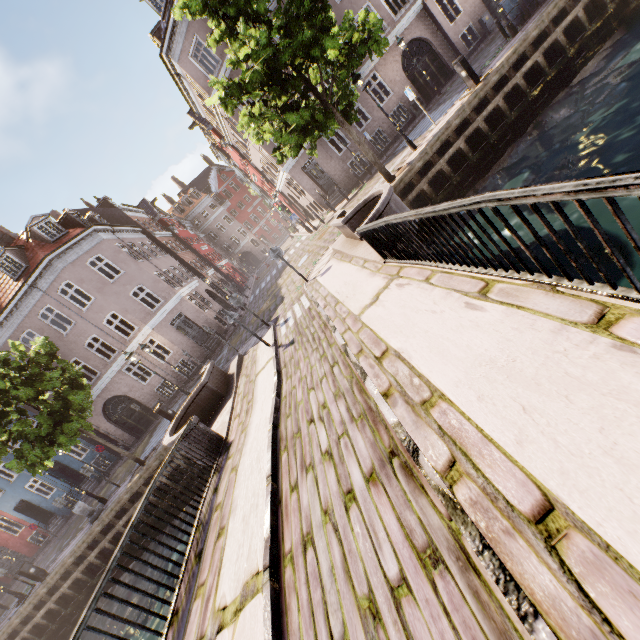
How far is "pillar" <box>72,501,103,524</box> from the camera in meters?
14.5

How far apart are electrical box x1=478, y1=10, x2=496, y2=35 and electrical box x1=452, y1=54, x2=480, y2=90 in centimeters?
1191cm

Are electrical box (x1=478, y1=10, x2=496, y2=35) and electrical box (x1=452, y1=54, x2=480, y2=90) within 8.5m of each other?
no

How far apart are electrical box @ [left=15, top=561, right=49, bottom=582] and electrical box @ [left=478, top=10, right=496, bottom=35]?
37.5 meters

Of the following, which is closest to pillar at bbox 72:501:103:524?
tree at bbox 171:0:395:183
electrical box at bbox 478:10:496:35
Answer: tree at bbox 171:0:395:183

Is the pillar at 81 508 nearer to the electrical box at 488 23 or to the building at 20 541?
the building at 20 541

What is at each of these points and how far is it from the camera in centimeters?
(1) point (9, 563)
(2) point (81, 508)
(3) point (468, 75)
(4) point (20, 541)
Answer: (1) building, 2464cm
(2) pillar, 1461cm
(3) electrical box, 1196cm
(4) building, 2405cm

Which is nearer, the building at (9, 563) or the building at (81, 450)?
the building at (81, 450)
